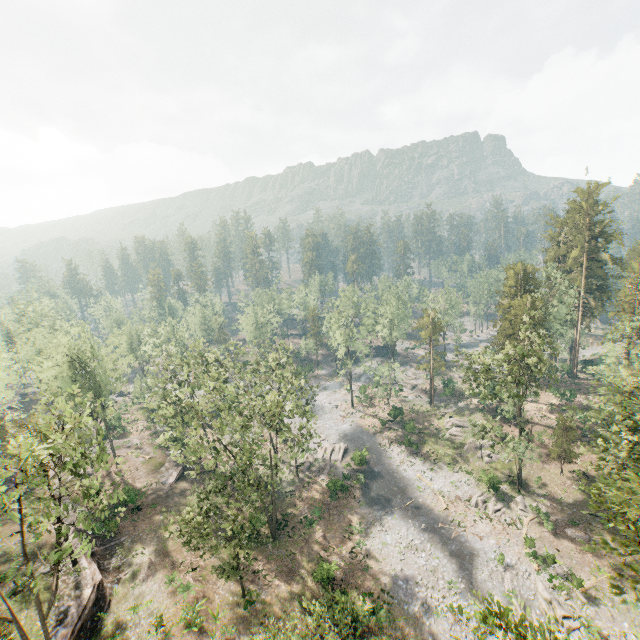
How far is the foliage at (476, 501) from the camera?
36.5 meters

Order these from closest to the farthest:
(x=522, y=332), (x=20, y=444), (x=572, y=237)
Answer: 1. (x=20, y=444)
2. (x=522, y=332)
3. (x=572, y=237)

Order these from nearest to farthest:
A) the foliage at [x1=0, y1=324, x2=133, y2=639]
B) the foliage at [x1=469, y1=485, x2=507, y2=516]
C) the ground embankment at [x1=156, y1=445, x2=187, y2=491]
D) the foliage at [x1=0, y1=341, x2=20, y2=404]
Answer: the foliage at [x1=0, y1=324, x2=133, y2=639] < the foliage at [x1=0, y1=341, x2=20, y2=404] < the foliage at [x1=469, y1=485, x2=507, y2=516] < the ground embankment at [x1=156, y1=445, x2=187, y2=491]

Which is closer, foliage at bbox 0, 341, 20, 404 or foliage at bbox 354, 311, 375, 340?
foliage at bbox 0, 341, 20, 404

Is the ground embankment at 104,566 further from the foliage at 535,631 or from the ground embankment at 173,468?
the ground embankment at 173,468

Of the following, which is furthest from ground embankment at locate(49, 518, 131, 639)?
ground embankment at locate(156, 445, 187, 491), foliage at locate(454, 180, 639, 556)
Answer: ground embankment at locate(156, 445, 187, 491)

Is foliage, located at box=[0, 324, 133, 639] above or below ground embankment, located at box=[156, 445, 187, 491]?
above
